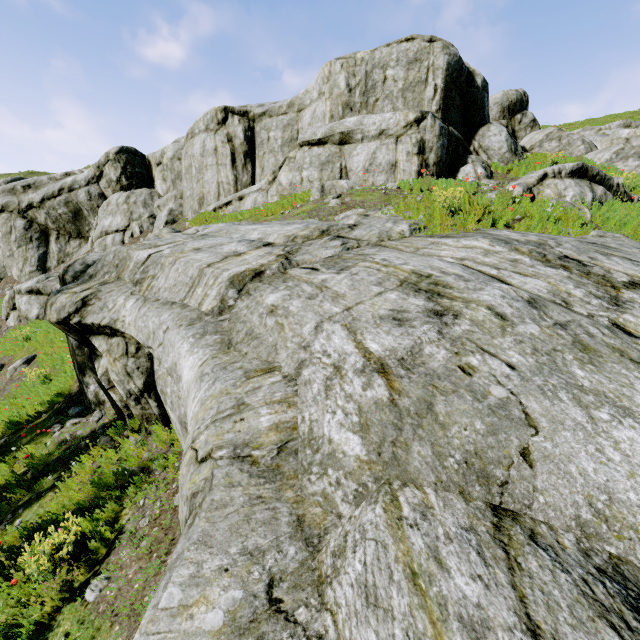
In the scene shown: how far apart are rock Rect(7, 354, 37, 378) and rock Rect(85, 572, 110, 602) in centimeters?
1233cm

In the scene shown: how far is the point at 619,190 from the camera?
9.9 meters

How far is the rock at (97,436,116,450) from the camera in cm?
710

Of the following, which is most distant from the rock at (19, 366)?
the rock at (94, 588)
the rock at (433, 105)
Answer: the rock at (94, 588)

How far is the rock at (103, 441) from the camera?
7.1m

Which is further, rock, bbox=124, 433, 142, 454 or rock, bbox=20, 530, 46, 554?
rock, bbox=124, 433, 142, 454

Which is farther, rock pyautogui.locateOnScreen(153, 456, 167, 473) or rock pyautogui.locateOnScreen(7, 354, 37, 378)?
rock pyautogui.locateOnScreen(7, 354, 37, 378)

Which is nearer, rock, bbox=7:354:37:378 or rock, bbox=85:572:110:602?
rock, bbox=85:572:110:602
